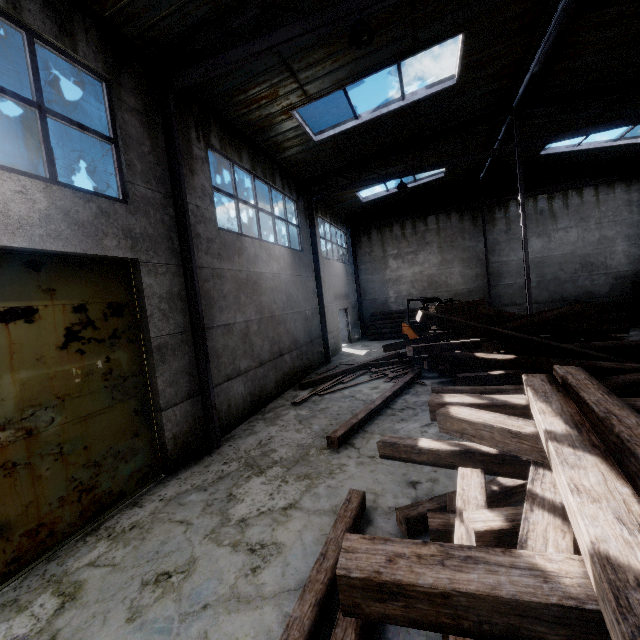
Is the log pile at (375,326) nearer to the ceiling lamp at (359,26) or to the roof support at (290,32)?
the roof support at (290,32)

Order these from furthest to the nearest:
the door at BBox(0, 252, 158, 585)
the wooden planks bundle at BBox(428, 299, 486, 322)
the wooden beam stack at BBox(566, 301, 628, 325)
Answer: the wooden beam stack at BBox(566, 301, 628, 325) → the wooden planks bundle at BBox(428, 299, 486, 322) → the door at BBox(0, 252, 158, 585)

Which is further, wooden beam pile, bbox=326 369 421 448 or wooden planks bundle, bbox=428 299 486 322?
wooden planks bundle, bbox=428 299 486 322

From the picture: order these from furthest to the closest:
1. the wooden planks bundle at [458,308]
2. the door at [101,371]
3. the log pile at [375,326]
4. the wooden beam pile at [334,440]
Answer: the log pile at [375,326], the wooden planks bundle at [458,308], the wooden beam pile at [334,440], the door at [101,371]

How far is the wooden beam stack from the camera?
14.59m

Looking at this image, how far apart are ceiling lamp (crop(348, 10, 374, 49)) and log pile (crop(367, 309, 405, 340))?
14.90m

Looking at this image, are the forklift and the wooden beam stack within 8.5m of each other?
yes

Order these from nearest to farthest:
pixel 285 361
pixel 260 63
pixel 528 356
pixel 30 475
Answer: pixel 30 475
pixel 260 63
pixel 528 356
pixel 285 361
